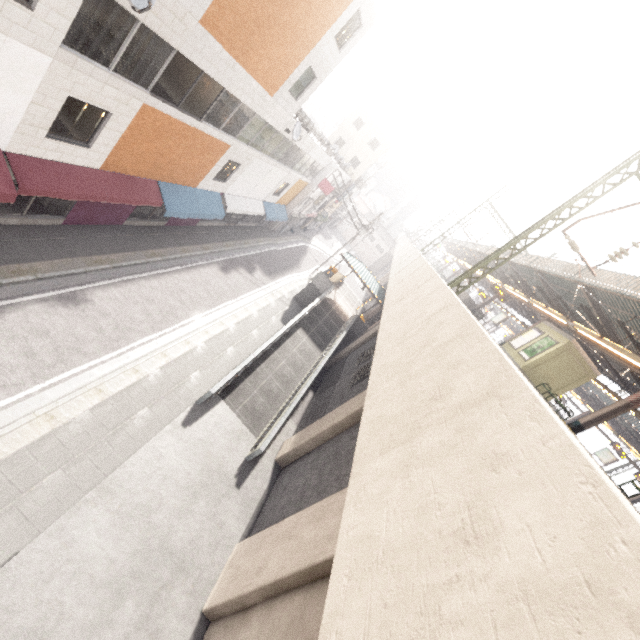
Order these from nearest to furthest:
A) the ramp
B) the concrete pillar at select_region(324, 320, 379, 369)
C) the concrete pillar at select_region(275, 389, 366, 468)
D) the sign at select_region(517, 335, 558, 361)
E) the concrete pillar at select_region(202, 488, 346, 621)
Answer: the concrete pillar at select_region(202, 488, 346, 621), the concrete pillar at select_region(275, 389, 366, 468), the ramp, the sign at select_region(517, 335, 558, 361), the concrete pillar at select_region(324, 320, 379, 369)

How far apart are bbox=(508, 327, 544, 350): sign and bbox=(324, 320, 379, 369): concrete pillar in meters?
7.6 m

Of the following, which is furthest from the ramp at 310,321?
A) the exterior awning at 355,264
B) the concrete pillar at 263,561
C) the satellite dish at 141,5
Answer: the satellite dish at 141,5

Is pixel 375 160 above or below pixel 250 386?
above

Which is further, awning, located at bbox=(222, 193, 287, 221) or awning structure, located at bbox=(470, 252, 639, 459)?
awning, located at bbox=(222, 193, 287, 221)

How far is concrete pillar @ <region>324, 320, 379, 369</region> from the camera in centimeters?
2206cm

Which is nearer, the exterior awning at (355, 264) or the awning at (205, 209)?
the awning at (205, 209)

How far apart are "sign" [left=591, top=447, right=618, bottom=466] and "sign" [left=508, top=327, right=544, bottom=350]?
17.0 meters
